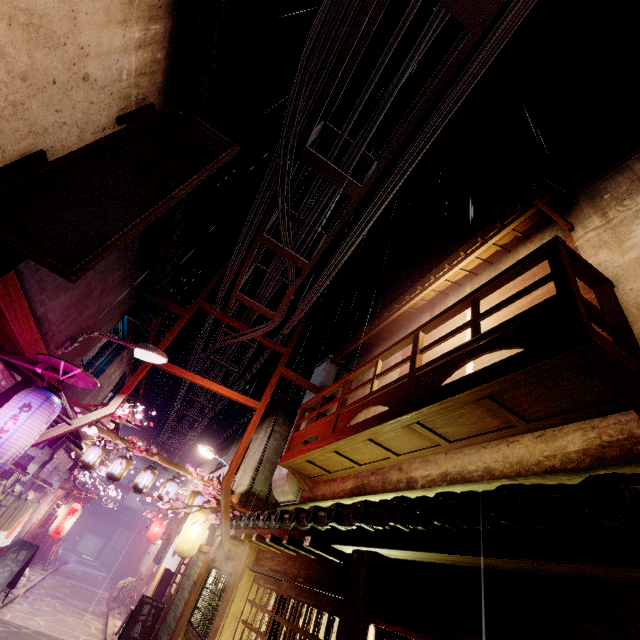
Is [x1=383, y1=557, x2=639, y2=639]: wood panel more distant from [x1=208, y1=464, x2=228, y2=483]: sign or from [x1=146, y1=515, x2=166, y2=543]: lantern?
[x1=146, y1=515, x2=166, y2=543]: lantern

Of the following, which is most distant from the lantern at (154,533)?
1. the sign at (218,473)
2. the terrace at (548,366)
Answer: the terrace at (548,366)

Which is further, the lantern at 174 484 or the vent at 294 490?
the lantern at 174 484

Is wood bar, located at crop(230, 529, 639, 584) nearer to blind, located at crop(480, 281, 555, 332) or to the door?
the door

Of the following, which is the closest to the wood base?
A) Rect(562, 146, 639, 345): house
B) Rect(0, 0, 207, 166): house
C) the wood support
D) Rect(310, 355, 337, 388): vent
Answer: the wood support

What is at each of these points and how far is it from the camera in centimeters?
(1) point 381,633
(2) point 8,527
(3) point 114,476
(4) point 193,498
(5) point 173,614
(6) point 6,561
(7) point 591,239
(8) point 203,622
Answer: (1) window grill, 512cm
(2) flag, 1522cm
(3) lantern, 1655cm
(4) lantern, 1769cm
(5) house, 1518cm
(6) sign, 1745cm
(7) house, 802cm
(8) window grill, 1120cm

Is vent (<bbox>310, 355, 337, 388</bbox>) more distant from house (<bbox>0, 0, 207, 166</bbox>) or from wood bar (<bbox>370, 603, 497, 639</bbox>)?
house (<bbox>0, 0, 207, 166</bbox>)

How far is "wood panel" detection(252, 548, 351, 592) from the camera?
6.7m
